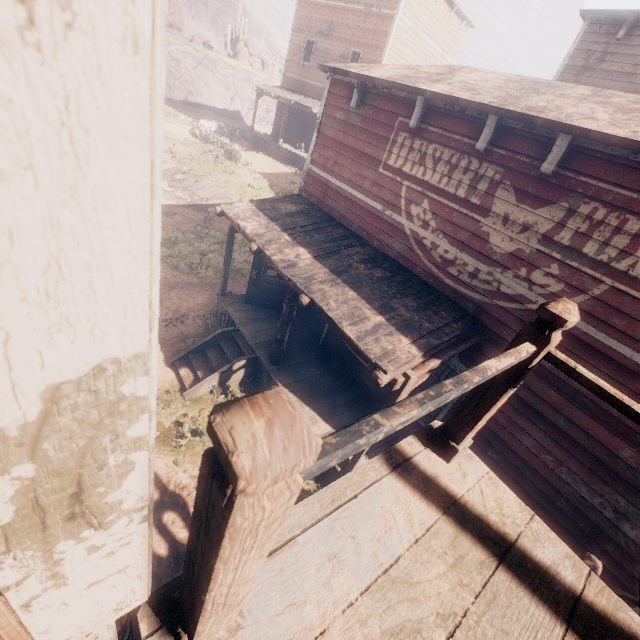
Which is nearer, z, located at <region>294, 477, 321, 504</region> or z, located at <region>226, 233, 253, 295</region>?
z, located at <region>294, 477, 321, 504</region>

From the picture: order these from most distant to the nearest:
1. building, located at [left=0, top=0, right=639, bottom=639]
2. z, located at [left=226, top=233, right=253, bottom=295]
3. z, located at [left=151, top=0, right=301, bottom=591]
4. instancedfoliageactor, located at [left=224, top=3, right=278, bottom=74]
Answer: instancedfoliageactor, located at [left=224, top=3, right=278, bottom=74]
z, located at [left=226, top=233, right=253, bottom=295]
z, located at [left=151, top=0, right=301, bottom=591]
building, located at [left=0, top=0, right=639, bottom=639]

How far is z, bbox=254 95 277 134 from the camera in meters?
35.9 m

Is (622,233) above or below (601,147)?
below

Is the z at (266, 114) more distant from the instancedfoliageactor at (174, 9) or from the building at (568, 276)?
the instancedfoliageactor at (174, 9)

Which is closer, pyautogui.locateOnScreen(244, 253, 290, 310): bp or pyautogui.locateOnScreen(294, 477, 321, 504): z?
pyautogui.locateOnScreen(294, 477, 321, 504): z

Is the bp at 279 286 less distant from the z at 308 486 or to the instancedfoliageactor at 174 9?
the z at 308 486
